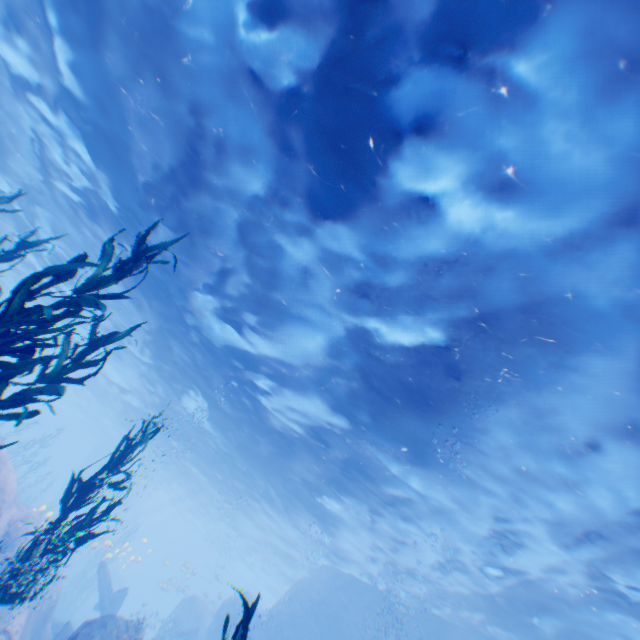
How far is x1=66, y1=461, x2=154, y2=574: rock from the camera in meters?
40.1

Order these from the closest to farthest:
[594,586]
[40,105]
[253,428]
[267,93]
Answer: [267,93] < [594,586] < [40,105] < [253,428]

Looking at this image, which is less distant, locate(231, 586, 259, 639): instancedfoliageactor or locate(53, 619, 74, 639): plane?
locate(231, 586, 259, 639): instancedfoliageactor

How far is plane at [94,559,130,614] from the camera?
18.3m

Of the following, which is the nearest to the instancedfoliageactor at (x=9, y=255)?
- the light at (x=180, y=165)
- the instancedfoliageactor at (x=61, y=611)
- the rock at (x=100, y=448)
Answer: the rock at (x=100, y=448)

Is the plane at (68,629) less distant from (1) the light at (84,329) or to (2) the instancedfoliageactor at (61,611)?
(1) the light at (84,329)

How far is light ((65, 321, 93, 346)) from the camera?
23.6m
